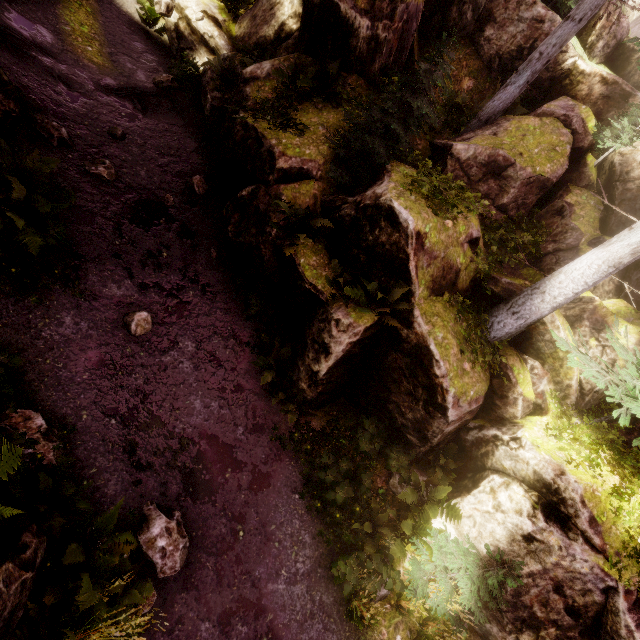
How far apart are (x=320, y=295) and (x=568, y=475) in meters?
6.7

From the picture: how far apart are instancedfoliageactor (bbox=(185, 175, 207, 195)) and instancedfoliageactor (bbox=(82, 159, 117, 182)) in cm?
186

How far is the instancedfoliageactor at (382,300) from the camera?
7.12m

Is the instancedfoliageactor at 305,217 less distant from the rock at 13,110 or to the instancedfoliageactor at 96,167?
the rock at 13,110

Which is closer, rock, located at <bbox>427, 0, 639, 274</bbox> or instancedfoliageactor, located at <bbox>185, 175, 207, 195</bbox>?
rock, located at <bbox>427, 0, 639, 274</bbox>

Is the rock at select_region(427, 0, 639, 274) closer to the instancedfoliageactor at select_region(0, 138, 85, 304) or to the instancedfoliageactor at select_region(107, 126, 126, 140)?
the instancedfoliageactor at select_region(0, 138, 85, 304)

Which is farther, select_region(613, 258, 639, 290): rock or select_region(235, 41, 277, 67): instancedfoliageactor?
select_region(235, 41, 277, 67): instancedfoliageactor

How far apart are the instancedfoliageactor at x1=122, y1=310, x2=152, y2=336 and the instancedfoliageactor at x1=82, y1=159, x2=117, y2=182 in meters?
4.1
